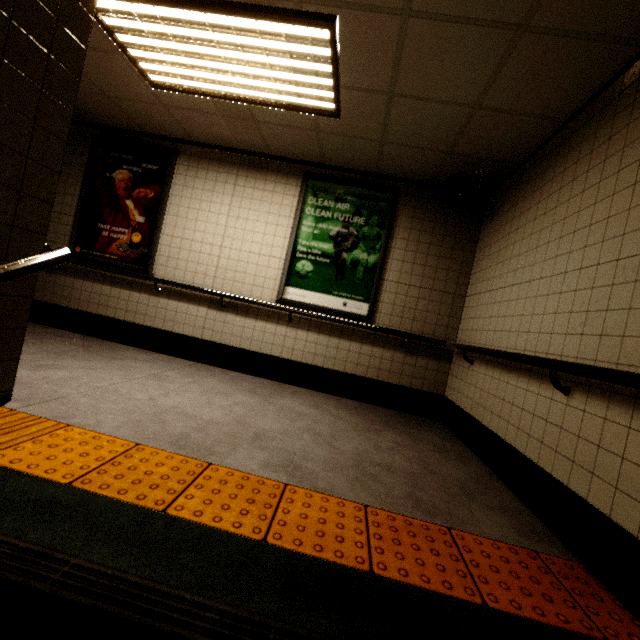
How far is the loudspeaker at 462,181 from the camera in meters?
3.5

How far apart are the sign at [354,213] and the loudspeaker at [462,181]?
0.7m

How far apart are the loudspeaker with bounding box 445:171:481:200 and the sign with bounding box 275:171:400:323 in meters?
0.7

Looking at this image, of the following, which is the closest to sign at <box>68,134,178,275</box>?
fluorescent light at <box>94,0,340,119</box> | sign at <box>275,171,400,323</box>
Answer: fluorescent light at <box>94,0,340,119</box>

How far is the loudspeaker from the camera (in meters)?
3.51

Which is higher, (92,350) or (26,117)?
(26,117)

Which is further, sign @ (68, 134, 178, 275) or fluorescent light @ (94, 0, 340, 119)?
sign @ (68, 134, 178, 275)

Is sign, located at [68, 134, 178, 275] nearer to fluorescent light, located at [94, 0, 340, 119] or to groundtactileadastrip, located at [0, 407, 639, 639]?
fluorescent light, located at [94, 0, 340, 119]
